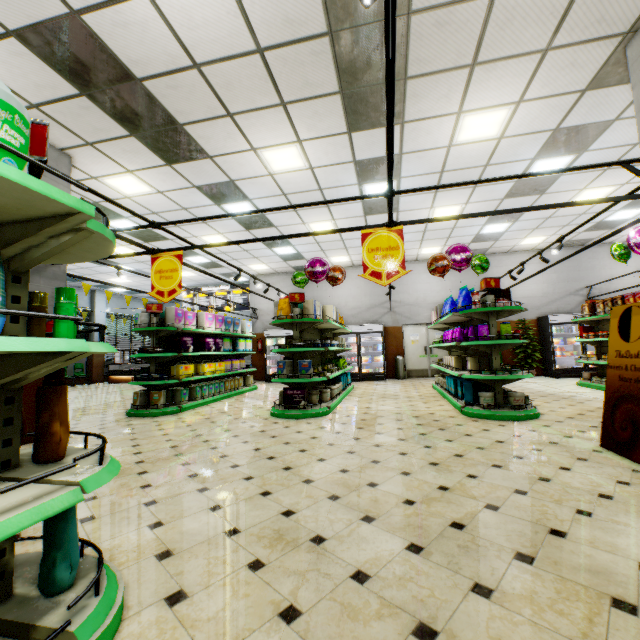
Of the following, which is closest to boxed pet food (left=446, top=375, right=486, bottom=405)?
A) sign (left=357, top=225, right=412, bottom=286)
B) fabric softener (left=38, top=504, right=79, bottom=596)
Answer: sign (left=357, top=225, right=412, bottom=286)

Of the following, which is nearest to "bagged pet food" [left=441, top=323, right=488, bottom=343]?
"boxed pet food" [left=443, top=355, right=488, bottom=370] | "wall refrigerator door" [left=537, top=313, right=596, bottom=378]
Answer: "boxed pet food" [left=443, top=355, right=488, bottom=370]

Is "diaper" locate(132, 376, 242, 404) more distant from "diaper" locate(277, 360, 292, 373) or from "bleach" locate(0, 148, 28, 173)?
"bleach" locate(0, 148, 28, 173)

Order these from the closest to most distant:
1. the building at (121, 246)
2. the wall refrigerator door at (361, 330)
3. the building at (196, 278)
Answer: the building at (121, 246), the wall refrigerator door at (361, 330), the building at (196, 278)

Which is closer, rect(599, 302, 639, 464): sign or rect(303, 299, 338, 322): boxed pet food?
rect(599, 302, 639, 464): sign

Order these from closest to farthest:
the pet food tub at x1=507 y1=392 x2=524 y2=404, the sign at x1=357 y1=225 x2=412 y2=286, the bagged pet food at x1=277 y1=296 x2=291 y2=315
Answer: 1. the sign at x1=357 y1=225 x2=412 y2=286
2. the pet food tub at x1=507 y1=392 x2=524 y2=404
3. the bagged pet food at x1=277 y1=296 x2=291 y2=315

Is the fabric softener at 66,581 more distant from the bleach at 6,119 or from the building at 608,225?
the bleach at 6,119

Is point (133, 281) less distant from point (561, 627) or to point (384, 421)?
point (384, 421)
